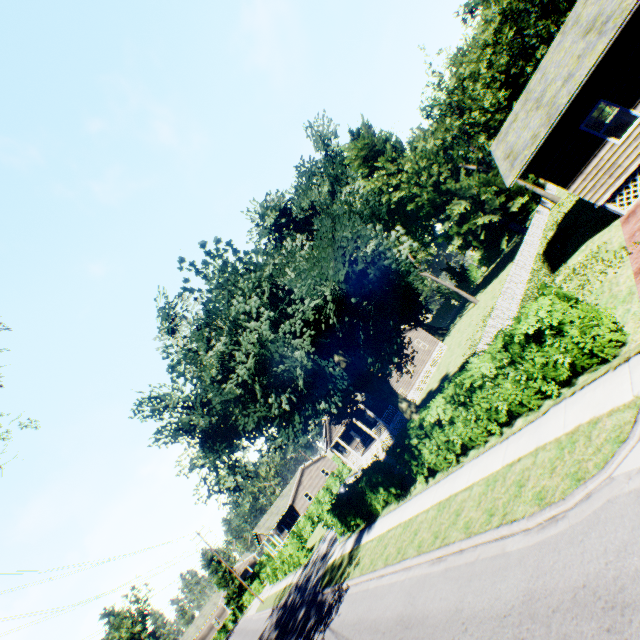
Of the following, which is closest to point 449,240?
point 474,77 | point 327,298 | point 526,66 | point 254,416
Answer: point 474,77

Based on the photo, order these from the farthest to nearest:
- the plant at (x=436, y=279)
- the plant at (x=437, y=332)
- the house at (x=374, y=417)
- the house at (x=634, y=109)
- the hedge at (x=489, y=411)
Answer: the plant at (x=437, y=332)
the plant at (x=436, y=279)
the house at (x=374, y=417)
the house at (x=634, y=109)
the hedge at (x=489, y=411)

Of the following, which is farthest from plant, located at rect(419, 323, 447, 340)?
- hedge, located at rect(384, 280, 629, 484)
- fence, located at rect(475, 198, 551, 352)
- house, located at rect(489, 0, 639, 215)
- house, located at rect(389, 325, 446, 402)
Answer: hedge, located at rect(384, 280, 629, 484)

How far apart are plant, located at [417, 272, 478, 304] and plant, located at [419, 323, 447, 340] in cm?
1225

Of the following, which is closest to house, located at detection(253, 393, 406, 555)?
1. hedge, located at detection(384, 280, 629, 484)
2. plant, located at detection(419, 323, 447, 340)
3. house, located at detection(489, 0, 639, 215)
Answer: plant, located at detection(419, 323, 447, 340)

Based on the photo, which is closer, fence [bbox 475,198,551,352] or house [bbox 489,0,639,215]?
house [bbox 489,0,639,215]

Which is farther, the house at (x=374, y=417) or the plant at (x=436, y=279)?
the plant at (x=436, y=279)

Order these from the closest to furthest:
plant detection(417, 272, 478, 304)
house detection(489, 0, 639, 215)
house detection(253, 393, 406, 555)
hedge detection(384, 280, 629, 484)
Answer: hedge detection(384, 280, 629, 484) → house detection(489, 0, 639, 215) → house detection(253, 393, 406, 555) → plant detection(417, 272, 478, 304)
